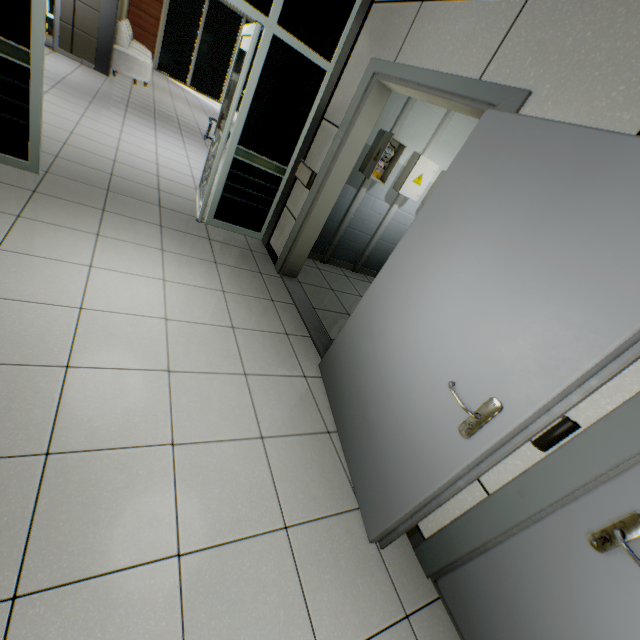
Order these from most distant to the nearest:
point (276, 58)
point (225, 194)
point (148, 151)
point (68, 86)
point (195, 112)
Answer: point (195, 112), point (68, 86), point (148, 151), point (225, 194), point (276, 58)

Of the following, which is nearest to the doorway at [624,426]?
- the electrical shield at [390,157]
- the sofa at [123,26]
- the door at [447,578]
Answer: the door at [447,578]

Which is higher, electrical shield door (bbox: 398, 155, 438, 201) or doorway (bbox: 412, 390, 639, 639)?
electrical shield door (bbox: 398, 155, 438, 201)

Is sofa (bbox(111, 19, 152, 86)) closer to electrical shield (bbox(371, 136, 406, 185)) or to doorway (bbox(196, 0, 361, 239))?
doorway (bbox(196, 0, 361, 239))

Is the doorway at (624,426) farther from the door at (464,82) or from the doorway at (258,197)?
the doorway at (258,197)

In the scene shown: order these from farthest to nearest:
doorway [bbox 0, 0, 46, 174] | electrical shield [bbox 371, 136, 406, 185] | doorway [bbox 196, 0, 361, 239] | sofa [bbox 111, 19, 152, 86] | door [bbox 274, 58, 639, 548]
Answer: sofa [bbox 111, 19, 152, 86], electrical shield [bbox 371, 136, 406, 185], doorway [bbox 196, 0, 361, 239], doorway [bbox 0, 0, 46, 174], door [bbox 274, 58, 639, 548]

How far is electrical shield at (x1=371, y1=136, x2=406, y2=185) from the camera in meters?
3.9

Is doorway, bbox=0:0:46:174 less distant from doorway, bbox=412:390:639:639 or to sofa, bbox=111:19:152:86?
doorway, bbox=412:390:639:639
